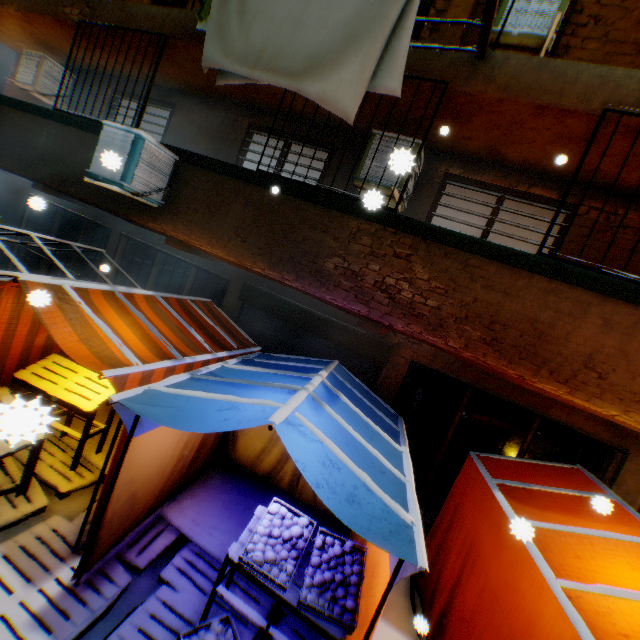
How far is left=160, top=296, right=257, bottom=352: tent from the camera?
4.8 meters

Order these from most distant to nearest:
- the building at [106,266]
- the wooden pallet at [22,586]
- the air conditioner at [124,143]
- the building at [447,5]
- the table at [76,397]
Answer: the building at [106,266]
the building at [447,5]
the air conditioner at [124,143]
the wooden pallet at [22,586]
the table at [76,397]

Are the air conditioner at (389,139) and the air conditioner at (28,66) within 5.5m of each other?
no

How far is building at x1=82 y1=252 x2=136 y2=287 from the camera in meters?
7.4

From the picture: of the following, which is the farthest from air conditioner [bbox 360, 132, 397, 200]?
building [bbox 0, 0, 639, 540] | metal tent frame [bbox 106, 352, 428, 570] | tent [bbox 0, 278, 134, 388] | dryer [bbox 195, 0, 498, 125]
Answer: metal tent frame [bbox 106, 352, 428, 570]

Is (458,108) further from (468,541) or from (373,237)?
(468,541)

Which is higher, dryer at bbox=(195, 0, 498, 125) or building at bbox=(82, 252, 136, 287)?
dryer at bbox=(195, 0, 498, 125)

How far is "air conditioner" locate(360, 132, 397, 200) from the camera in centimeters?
486cm
